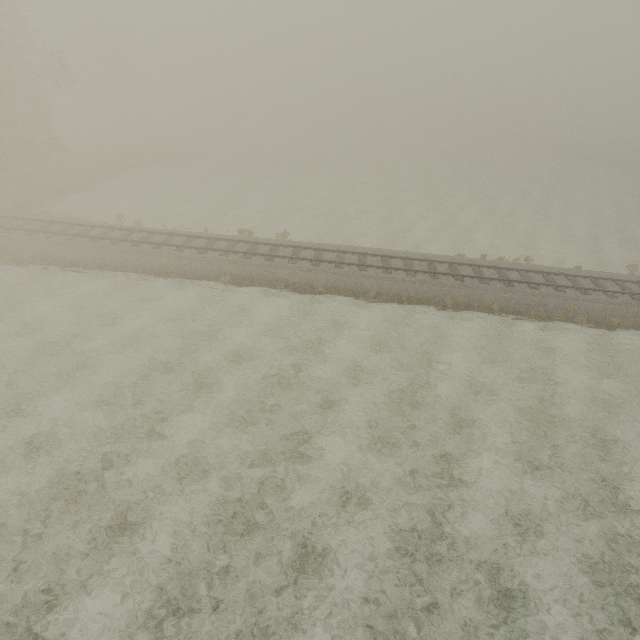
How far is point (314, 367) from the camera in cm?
1440
